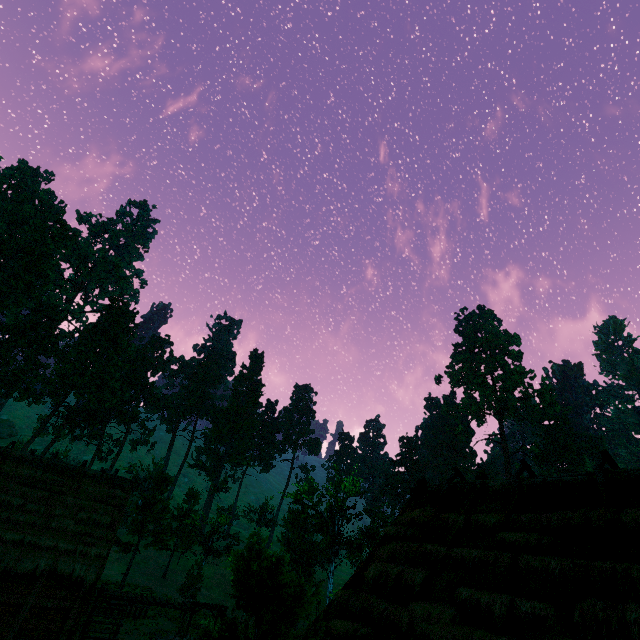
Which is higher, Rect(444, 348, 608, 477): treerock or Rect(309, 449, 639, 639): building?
Rect(444, 348, 608, 477): treerock

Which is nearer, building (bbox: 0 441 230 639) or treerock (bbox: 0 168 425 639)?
treerock (bbox: 0 168 425 639)

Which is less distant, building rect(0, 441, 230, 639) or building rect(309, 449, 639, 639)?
building rect(309, 449, 639, 639)

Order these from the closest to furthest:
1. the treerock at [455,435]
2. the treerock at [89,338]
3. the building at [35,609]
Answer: the treerock at [89,338] < the building at [35,609] < the treerock at [455,435]

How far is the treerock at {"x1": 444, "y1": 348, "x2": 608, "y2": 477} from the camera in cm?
4868

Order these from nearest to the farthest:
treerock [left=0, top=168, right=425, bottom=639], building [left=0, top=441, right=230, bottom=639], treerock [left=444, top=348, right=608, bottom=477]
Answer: treerock [left=0, top=168, right=425, bottom=639] < building [left=0, top=441, right=230, bottom=639] < treerock [left=444, top=348, right=608, bottom=477]

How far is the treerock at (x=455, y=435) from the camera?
48.68m

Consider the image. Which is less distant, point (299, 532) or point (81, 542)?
point (81, 542)
